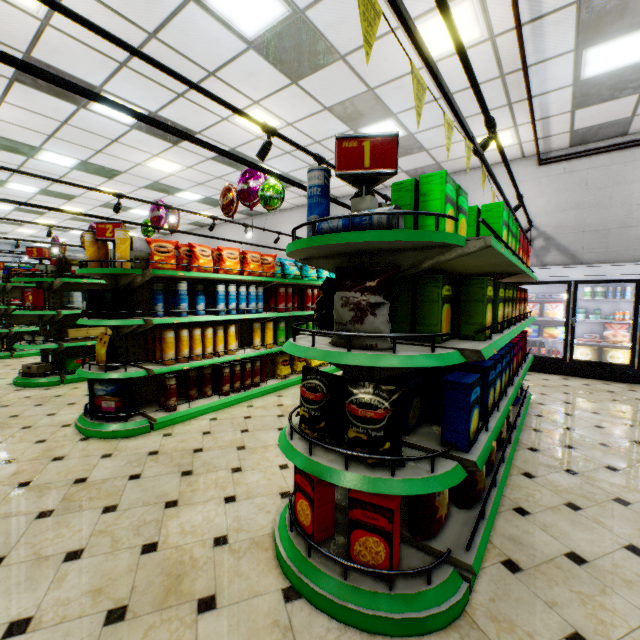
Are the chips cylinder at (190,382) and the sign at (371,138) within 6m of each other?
yes

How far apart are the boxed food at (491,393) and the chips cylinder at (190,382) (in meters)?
3.23

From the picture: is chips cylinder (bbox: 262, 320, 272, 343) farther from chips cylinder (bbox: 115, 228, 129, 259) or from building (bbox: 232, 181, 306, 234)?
chips cylinder (bbox: 115, 228, 129, 259)

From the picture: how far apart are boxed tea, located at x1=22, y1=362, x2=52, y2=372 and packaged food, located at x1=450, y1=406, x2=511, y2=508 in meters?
6.7

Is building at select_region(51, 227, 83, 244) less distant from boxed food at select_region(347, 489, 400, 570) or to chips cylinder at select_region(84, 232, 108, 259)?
boxed food at select_region(347, 489, 400, 570)

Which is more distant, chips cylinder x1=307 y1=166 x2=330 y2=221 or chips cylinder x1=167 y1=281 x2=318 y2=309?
chips cylinder x1=167 y1=281 x2=318 y2=309

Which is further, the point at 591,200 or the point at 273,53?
the point at 591,200

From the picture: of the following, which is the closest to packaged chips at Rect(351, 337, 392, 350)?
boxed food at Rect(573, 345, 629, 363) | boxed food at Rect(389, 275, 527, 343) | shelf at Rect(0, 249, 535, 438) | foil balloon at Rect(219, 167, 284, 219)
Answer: boxed food at Rect(389, 275, 527, 343)
